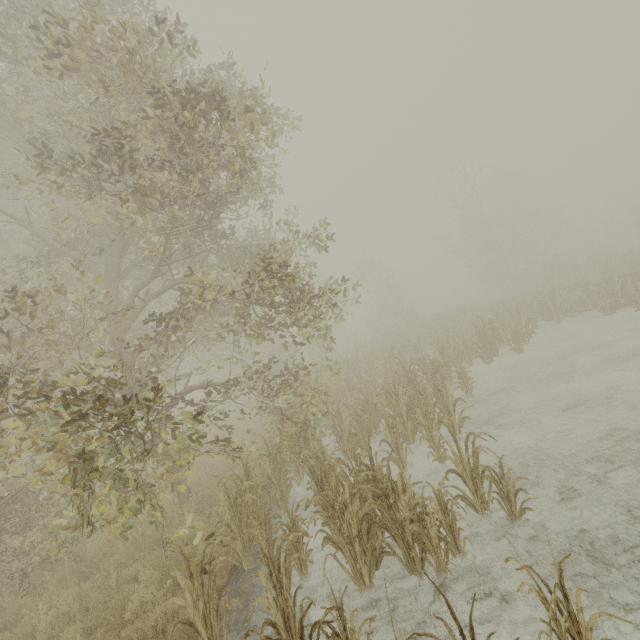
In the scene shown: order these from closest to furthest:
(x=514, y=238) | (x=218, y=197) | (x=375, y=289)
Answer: (x=218, y=197)
(x=514, y=238)
(x=375, y=289)
